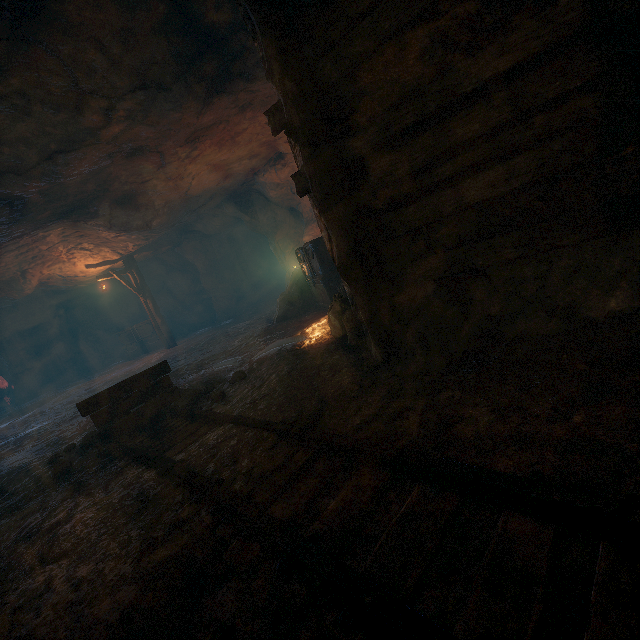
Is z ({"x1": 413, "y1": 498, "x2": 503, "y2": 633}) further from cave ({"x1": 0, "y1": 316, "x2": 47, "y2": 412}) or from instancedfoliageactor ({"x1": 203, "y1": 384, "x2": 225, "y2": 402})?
cave ({"x1": 0, "y1": 316, "x2": 47, "y2": 412})

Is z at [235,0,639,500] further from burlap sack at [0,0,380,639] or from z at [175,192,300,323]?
z at [175,192,300,323]

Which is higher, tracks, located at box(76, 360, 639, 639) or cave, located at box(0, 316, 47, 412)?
cave, located at box(0, 316, 47, 412)

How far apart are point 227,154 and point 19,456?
8.43m

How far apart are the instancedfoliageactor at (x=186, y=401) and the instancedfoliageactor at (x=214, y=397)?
0.41m

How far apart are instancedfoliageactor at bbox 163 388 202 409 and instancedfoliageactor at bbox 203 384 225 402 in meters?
0.4

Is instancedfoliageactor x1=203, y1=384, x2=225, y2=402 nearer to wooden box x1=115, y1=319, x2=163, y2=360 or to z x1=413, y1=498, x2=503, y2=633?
z x1=413, y1=498, x2=503, y2=633

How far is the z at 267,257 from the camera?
14.3m
